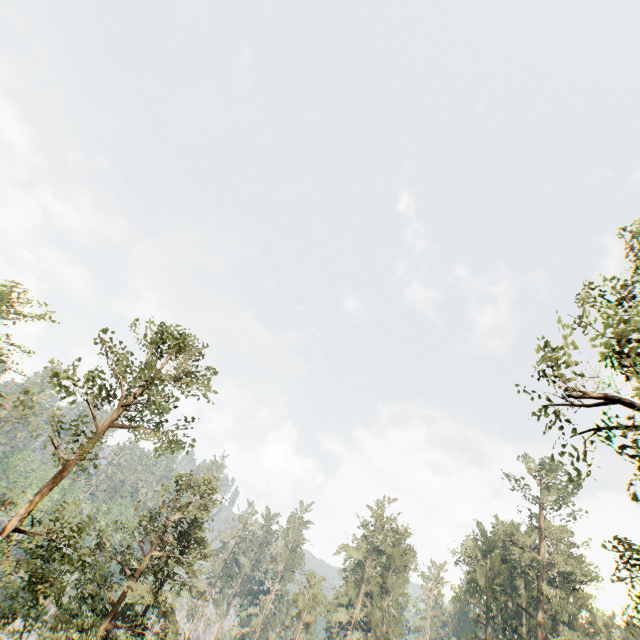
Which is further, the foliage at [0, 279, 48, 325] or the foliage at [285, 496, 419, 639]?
the foliage at [285, 496, 419, 639]

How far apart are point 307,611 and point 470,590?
22.07m

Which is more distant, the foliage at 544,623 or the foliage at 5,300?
the foliage at 544,623

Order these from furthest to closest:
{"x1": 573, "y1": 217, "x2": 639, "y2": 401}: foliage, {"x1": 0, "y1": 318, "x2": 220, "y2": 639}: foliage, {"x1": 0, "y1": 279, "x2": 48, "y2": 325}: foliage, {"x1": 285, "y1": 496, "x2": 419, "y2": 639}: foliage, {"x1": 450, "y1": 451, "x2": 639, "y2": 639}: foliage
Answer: {"x1": 285, "y1": 496, "x2": 419, "y2": 639}: foliage
{"x1": 450, "y1": 451, "x2": 639, "y2": 639}: foliage
{"x1": 0, "y1": 279, "x2": 48, "y2": 325}: foliage
{"x1": 0, "y1": 318, "x2": 220, "y2": 639}: foliage
{"x1": 573, "y1": 217, "x2": 639, "y2": 401}: foliage

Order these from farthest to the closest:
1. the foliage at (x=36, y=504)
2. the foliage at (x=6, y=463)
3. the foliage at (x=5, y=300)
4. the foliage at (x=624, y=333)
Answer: the foliage at (x=6, y=463) < the foliage at (x=5, y=300) < the foliage at (x=36, y=504) < the foliage at (x=624, y=333)

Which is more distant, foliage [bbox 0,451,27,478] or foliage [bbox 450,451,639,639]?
foliage [bbox 0,451,27,478]
